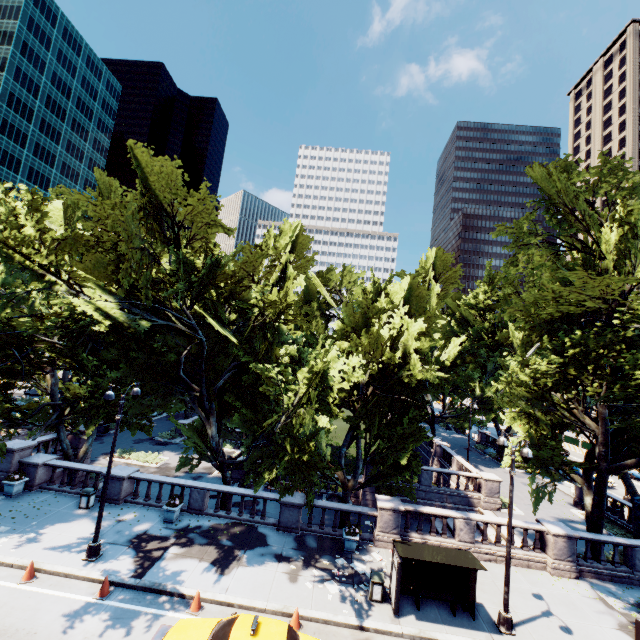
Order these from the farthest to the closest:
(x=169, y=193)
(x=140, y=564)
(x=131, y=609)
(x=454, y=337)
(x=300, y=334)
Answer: (x=454, y=337)
(x=300, y=334)
(x=169, y=193)
(x=140, y=564)
(x=131, y=609)

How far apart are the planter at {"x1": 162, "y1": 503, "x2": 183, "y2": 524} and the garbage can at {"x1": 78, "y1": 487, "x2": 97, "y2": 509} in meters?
4.2

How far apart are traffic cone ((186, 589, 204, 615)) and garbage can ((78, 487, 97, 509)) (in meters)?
9.48

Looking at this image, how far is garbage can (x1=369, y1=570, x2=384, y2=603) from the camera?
13.4 meters

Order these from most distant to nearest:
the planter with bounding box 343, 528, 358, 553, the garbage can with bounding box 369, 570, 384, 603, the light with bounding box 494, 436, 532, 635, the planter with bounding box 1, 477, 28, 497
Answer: the planter with bounding box 1, 477, 28, 497
the planter with bounding box 343, 528, 358, 553
the garbage can with bounding box 369, 570, 384, 603
the light with bounding box 494, 436, 532, 635

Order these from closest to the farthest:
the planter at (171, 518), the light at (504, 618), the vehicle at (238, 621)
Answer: the vehicle at (238, 621), the light at (504, 618), the planter at (171, 518)

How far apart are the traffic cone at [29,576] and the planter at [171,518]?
5.20m

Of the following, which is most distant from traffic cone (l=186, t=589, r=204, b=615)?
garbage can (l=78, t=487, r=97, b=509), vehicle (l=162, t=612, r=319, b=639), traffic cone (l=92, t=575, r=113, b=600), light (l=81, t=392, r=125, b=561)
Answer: garbage can (l=78, t=487, r=97, b=509)
